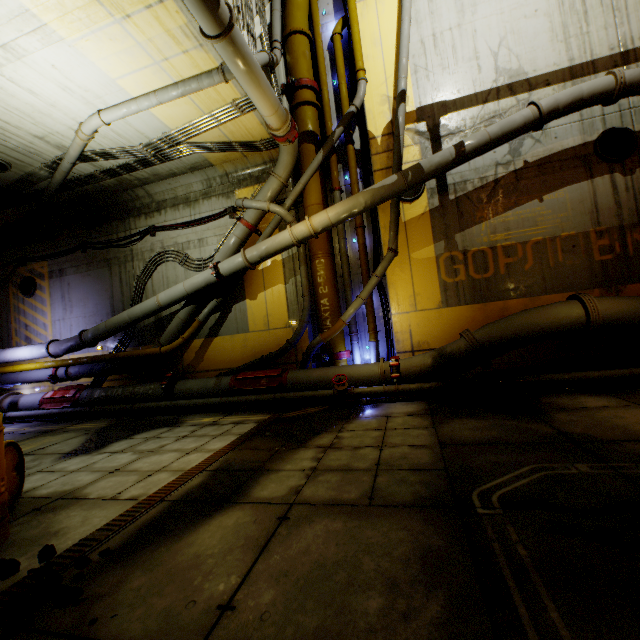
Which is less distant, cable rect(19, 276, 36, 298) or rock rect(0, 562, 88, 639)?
rock rect(0, 562, 88, 639)

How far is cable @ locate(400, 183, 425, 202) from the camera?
8.6 meters

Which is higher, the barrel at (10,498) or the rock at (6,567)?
the barrel at (10,498)

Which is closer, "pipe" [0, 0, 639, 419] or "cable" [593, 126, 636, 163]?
"pipe" [0, 0, 639, 419]

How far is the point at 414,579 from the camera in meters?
2.0 m

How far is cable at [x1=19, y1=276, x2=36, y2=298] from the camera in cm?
1217

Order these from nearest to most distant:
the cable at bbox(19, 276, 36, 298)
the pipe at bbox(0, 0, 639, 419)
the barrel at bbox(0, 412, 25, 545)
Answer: the barrel at bbox(0, 412, 25, 545)
the pipe at bbox(0, 0, 639, 419)
the cable at bbox(19, 276, 36, 298)

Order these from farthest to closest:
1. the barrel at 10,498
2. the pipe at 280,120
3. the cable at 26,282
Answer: the cable at 26,282 → the pipe at 280,120 → the barrel at 10,498
